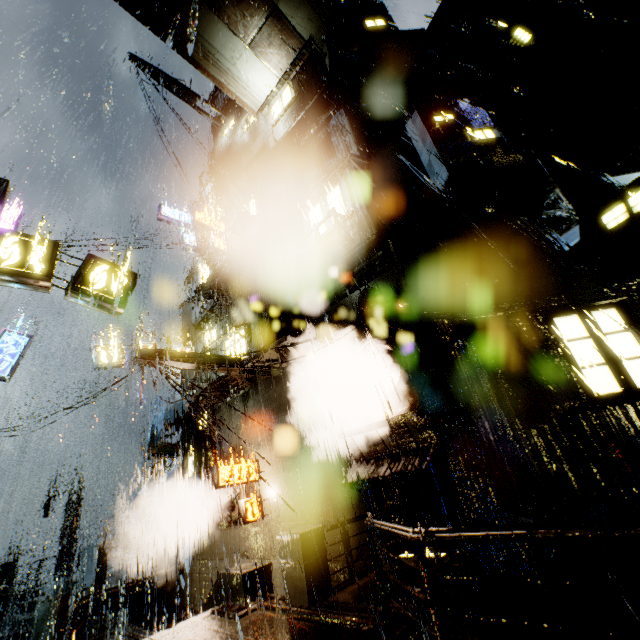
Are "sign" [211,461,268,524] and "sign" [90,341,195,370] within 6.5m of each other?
no

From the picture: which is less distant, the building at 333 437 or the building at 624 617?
the building at 624 617

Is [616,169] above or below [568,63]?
below

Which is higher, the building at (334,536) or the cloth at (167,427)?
the cloth at (167,427)

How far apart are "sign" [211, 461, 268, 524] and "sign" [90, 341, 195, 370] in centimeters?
912cm

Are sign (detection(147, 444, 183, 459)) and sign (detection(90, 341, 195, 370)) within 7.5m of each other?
yes

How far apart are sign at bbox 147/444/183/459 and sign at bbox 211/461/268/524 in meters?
6.8

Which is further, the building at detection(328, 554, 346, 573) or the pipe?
the pipe
